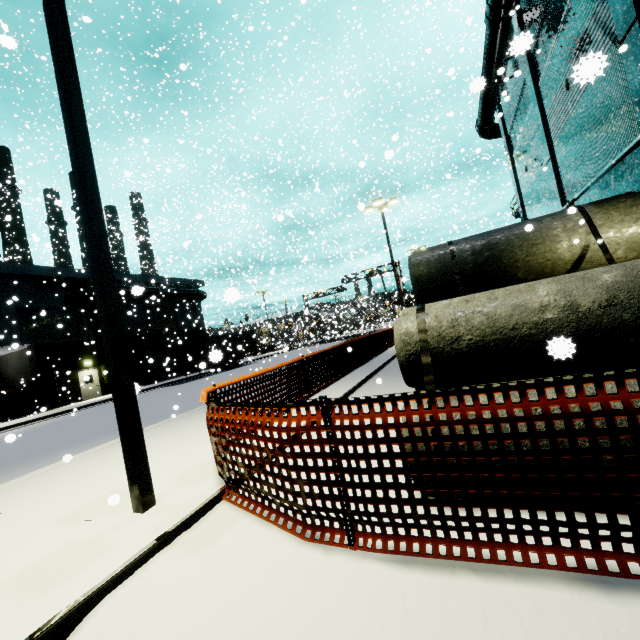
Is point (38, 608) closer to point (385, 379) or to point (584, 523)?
point (584, 523)

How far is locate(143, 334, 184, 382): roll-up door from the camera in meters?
31.4

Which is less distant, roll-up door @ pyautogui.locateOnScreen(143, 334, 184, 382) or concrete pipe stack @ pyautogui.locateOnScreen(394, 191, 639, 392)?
concrete pipe stack @ pyautogui.locateOnScreen(394, 191, 639, 392)

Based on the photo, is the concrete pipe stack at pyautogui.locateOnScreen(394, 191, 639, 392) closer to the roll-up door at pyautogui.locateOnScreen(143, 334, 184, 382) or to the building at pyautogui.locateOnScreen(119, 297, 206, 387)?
the building at pyautogui.locateOnScreen(119, 297, 206, 387)

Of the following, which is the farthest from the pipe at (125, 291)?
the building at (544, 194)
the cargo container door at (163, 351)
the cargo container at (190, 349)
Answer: the cargo container door at (163, 351)

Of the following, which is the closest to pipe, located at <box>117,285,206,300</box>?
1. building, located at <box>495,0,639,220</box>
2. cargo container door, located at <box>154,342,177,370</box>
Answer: building, located at <box>495,0,639,220</box>

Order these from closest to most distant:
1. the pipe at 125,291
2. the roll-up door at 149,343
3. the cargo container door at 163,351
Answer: the pipe at 125,291, the cargo container door at 163,351, the roll-up door at 149,343

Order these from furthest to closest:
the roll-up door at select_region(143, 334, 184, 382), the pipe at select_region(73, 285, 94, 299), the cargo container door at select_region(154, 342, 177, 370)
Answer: the roll-up door at select_region(143, 334, 184, 382), the pipe at select_region(73, 285, 94, 299), the cargo container door at select_region(154, 342, 177, 370)
